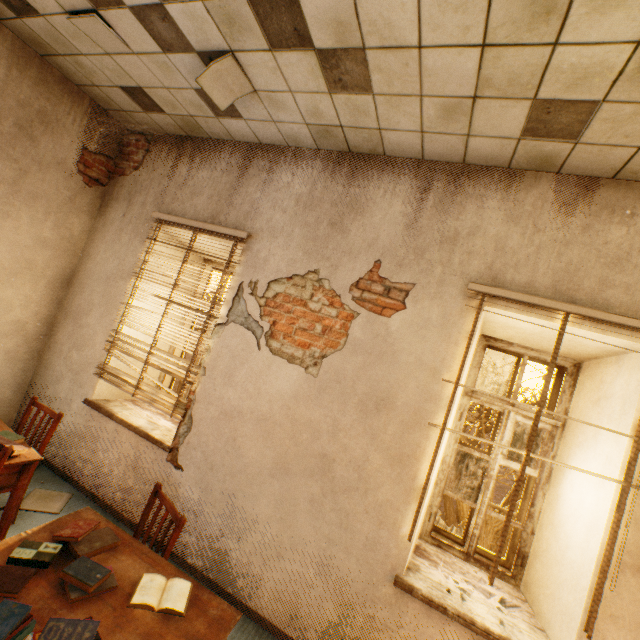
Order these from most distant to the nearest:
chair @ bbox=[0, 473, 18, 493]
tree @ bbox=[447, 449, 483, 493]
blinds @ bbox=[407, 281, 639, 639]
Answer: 1. tree @ bbox=[447, 449, 483, 493]
2. chair @ bbox=[0, 473, 18, 493]
3. blinds @ bbox=[407, 281, 639, 639]

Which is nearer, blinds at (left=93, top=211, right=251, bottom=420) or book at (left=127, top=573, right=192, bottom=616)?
book at (left=127, top=573, right=192, bottom=616)

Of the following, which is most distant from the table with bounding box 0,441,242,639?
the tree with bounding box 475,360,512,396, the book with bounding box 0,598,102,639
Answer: the tree with bounding box 475,360,512,396

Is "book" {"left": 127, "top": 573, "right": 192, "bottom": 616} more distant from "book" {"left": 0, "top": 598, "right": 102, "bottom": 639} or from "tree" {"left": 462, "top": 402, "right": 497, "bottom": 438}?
"tree" {"left": 462, "top": 402, "right": 497, "bottom": 438}

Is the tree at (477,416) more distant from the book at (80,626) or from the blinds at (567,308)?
the book at (80,626)

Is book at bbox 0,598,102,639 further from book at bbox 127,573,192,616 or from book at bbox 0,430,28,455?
book at bbox 0,430,28,455

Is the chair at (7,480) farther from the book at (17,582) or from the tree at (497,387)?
the tree at (497,387)

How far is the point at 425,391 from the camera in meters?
2.4 m
